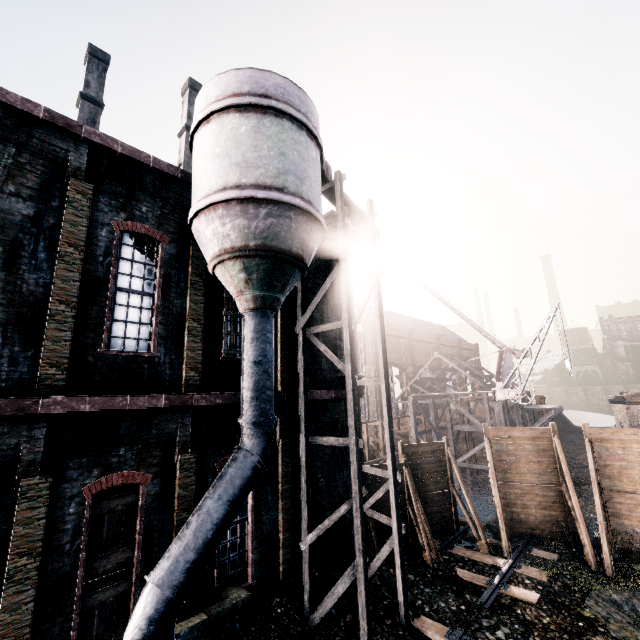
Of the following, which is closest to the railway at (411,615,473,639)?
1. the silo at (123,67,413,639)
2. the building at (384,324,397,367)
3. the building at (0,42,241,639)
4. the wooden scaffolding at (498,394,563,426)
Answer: the silo at (123,67,413,639)

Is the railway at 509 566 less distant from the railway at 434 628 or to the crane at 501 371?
the railway at 434 628

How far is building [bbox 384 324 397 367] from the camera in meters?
58.4 m

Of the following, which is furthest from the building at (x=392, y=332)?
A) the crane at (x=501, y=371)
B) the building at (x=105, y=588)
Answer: the building at (x=105, y=588)

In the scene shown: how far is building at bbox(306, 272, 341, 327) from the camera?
15.0 meters

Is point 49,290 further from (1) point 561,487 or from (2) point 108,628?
(1) point 561,487

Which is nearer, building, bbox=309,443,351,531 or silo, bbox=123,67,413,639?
silo, bbox=123,67,413,639
